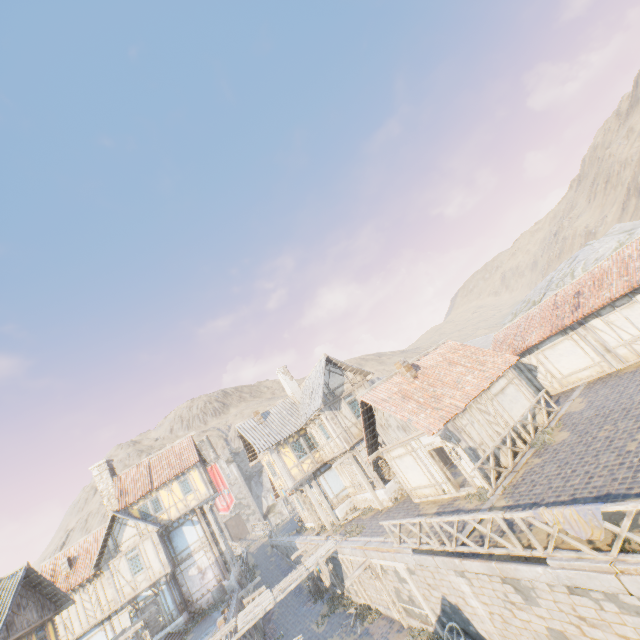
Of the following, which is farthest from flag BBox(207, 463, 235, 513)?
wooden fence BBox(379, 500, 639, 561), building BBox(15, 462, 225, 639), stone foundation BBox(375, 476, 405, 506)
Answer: wooden fence BBox(379, 500, 639, 561)

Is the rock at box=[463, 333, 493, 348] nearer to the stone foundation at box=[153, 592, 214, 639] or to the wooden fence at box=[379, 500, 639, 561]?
the stone foundation at box=[153, 592, 214, 639]

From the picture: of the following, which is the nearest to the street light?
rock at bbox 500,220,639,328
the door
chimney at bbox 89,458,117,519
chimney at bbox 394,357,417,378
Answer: chimney at bbox 394,357,417,378

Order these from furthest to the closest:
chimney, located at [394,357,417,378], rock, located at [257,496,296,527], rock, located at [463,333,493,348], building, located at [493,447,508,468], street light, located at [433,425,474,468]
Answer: rock, located at [257,496,296,527] < rock, located at [463,333,493,348] < chimney, located at [394,357,417,378] < building, located at [493,447,508,468] < street light, located at [433,425,474,468]

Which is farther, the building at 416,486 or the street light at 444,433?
the building at 416,486

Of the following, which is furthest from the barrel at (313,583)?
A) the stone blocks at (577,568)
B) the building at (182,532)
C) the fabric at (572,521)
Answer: the fabric at (572,521)

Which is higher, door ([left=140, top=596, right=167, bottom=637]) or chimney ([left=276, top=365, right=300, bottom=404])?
chimney ([left=276, top=365, right=300, bottom=404])

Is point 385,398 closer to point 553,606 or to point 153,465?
point 553,606
